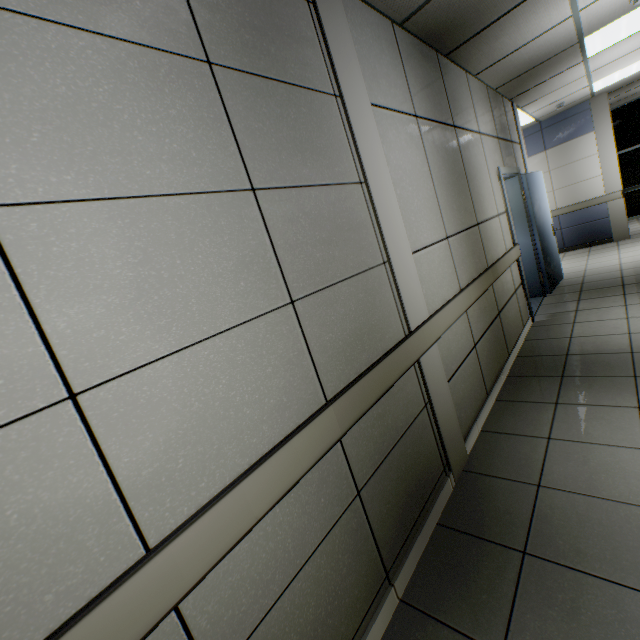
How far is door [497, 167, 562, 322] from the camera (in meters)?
4.55

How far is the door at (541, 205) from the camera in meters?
4.6

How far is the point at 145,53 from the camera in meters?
1.1 m
